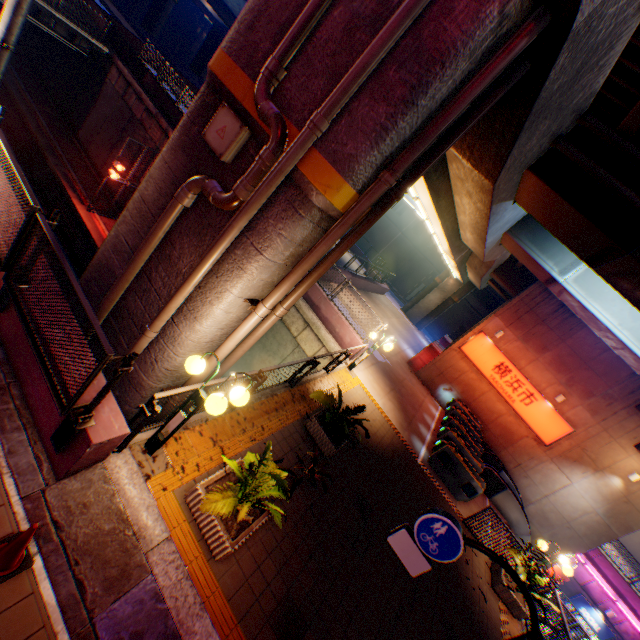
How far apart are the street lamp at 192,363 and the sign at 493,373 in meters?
17.1 m

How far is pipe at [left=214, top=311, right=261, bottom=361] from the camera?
5.2m

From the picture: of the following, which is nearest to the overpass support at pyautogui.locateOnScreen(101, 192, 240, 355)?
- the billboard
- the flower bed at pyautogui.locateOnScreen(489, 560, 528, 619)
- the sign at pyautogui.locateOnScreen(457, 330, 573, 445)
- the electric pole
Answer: the electric pole

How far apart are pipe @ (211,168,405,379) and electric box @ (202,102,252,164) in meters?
1.8

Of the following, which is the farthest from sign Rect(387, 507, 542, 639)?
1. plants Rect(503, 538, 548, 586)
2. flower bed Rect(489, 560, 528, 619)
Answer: flower bed Rect(489, 560, 528, 619)

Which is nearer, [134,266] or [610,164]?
[134,266]

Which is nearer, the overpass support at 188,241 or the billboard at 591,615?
the overpass support at 188,241

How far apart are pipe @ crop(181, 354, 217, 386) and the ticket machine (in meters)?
11.64
